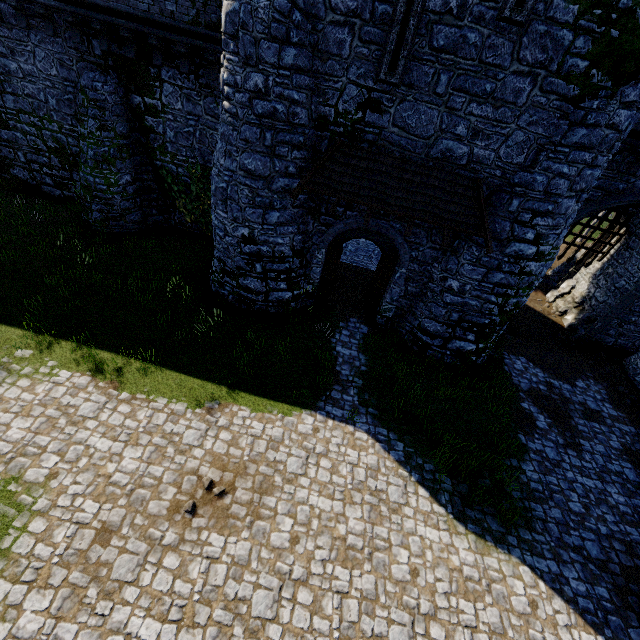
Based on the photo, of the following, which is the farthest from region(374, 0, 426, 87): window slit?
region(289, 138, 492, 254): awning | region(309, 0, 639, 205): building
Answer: region(289, 138, 492, 254): awning

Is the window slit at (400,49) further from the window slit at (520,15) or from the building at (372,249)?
the window slit at (520,15)

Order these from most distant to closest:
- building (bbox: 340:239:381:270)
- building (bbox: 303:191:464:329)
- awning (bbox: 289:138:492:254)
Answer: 1. building (bbox: 340:239:381:270)
2. building (bbox: 303:191:464:329)
3. awning (bbox: 289:138:492:254)

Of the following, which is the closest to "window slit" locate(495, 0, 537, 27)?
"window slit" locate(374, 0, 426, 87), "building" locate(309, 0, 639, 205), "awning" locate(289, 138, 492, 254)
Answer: "building" locate(309, 0, 639, 205)

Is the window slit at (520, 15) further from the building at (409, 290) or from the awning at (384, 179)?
the awning at (384, 179)

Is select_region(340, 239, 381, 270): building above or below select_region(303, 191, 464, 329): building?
below

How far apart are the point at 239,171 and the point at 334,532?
10.1m
